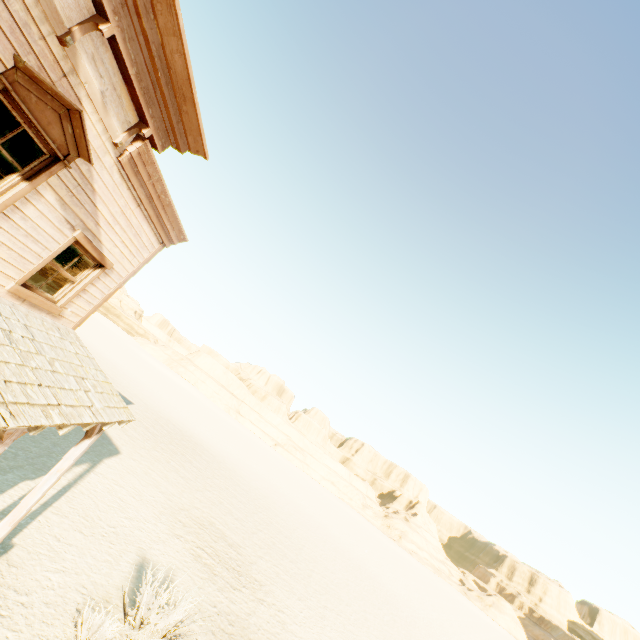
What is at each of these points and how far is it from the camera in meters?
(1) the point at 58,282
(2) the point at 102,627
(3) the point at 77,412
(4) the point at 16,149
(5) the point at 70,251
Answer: (1) building, 6.7
(2) plant, 5.9
(3) building, 4.6
(4) curtain, 4.1
(5) curtain, 5.7

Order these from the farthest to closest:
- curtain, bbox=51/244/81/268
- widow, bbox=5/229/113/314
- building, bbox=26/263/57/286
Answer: building, bbox=26/263/57/286 < curtain, bbox=51/244/81/268 < widow, bbox=5/229/113/314

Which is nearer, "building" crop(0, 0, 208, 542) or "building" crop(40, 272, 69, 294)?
"building" crop(0, 0, 208, 542)

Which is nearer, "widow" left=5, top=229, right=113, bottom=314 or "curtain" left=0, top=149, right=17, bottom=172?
"curtain" left=0, top=149, right=17, bottom=172

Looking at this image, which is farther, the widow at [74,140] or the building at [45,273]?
the building at [45,273]

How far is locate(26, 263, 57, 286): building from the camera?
6.7 meters

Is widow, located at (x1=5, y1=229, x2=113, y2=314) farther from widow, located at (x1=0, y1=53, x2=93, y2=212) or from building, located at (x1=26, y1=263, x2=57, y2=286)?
widow, located at (x1=0, y1=53, x2=93, y2=212)

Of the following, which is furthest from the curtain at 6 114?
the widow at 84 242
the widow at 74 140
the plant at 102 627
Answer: the plant at 102 627
